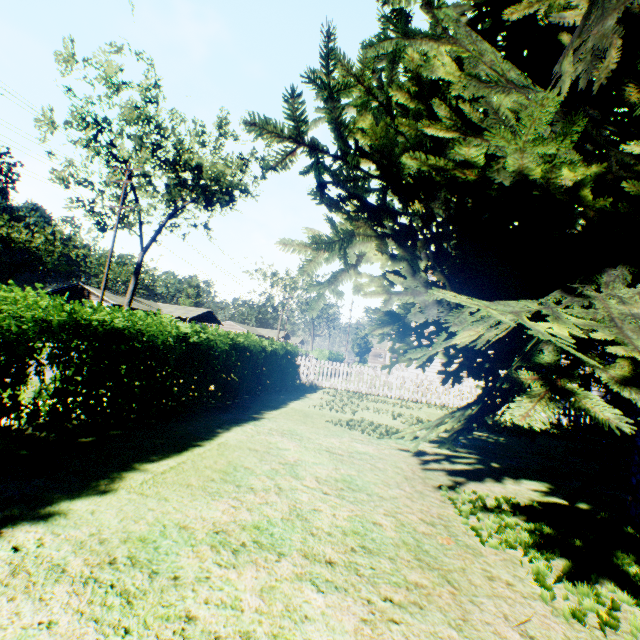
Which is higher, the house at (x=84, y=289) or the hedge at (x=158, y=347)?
the house at (x=84, y=289)

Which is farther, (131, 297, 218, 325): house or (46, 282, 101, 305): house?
(131, 297, 218, 325): house

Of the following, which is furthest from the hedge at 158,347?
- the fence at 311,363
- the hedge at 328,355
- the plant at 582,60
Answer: the hedge at 328,355

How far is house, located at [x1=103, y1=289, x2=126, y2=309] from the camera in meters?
42.6 m

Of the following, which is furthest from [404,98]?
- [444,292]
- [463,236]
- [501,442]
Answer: [501,442]

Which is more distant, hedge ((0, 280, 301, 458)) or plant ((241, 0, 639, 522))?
hedge ((0, 280, 301, 458))

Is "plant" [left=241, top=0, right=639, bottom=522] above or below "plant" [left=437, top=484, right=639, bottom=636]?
above

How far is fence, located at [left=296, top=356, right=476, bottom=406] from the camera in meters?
14.2
